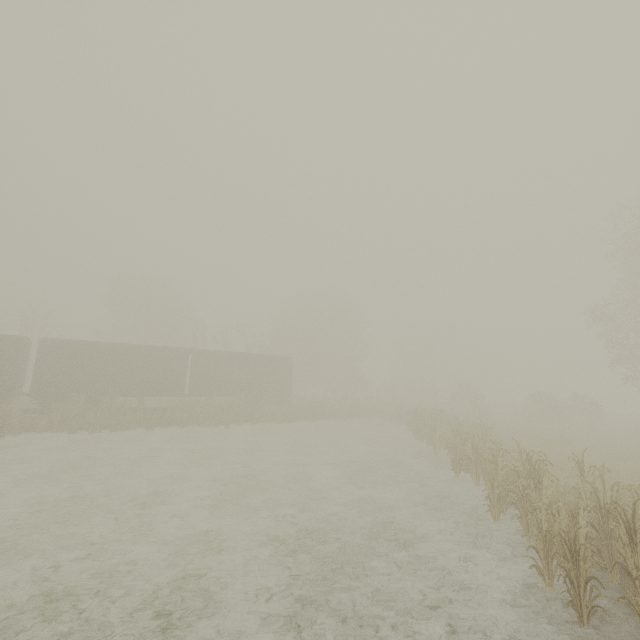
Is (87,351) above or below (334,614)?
above

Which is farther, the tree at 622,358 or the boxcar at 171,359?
the tree at 622,358

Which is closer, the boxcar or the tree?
the boxcar
